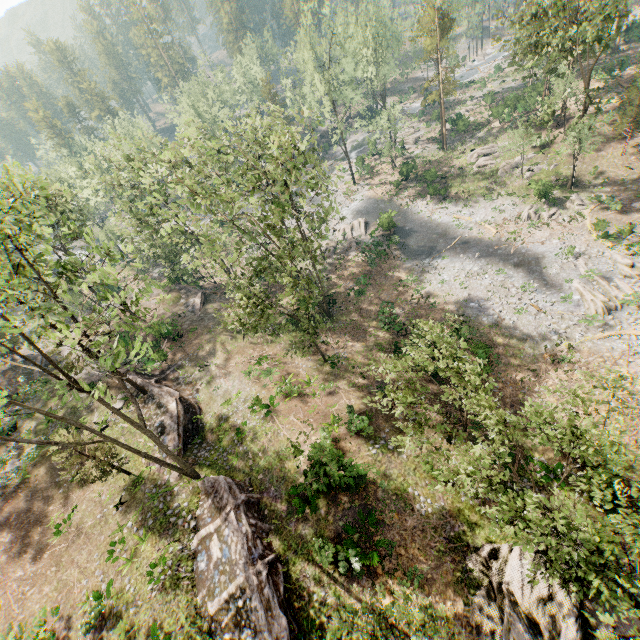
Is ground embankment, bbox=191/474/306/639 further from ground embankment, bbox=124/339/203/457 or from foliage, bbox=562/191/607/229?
ground embankment, bbox=124/339/203/457

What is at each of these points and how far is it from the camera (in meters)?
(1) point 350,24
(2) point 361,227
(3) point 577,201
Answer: (1) foliage, 57.56
(2) foliage, 43.47
(3) foliage, 33.16

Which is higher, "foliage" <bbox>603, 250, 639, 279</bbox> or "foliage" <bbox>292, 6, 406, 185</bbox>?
"foliage" <bbox>292, 6, 406, 185</bbox>

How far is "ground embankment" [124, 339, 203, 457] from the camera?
22.9m

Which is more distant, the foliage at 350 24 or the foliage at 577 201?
the foliage at 350 24

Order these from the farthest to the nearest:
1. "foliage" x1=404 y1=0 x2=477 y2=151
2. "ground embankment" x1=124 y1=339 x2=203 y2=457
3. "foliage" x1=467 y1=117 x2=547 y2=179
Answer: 1. "foliage" x1=404 y1=0 x2=477 y2=151
2. "foliage" x1=467 y1=117 x2=547 y2=179
3. "ground embankment" x1=124 y1=339 x2=203 y2=457

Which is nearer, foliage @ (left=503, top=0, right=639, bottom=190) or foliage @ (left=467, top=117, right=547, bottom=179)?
foliage @ (left=503, top=0, right=639, bottom=190)

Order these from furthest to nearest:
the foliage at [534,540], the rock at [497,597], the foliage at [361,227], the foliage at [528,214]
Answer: the foliage at [361,227] → the foliage at [528,214] → the rock at [497,597] → the foliage at [534,540]
